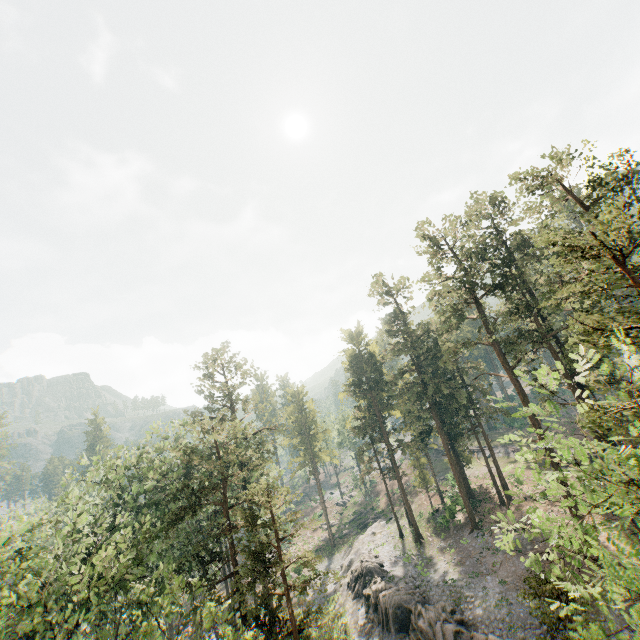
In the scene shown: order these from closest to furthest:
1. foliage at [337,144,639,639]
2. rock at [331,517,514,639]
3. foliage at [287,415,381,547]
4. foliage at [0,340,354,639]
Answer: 1. foliage at [337,144,639,639]
2. foliage at [0,340,354,639]
3. rock at [331,517,514,639]
4. foliage at [287,415,381,547]

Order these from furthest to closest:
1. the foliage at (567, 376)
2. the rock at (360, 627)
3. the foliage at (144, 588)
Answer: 1. the rock at (360, 627)
2. the foliage at (144, 588)
3. the foliage at (567, 376)

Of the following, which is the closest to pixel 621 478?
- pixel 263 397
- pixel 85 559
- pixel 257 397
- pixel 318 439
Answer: pixel 263 397

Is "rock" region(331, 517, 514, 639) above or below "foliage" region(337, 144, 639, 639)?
below

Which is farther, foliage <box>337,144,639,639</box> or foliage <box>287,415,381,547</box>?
foliage <box>287,415,381,547</box>

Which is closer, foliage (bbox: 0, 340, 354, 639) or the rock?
foliage (bbox: 0, 340, 354, 639)

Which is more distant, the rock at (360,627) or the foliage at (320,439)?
the foliage at (320,439)
